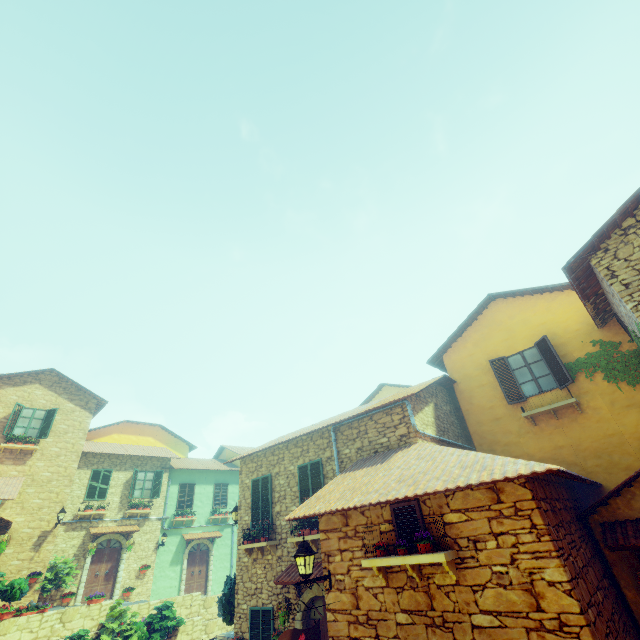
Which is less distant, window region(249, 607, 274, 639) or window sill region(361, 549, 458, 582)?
window sill region(361, 549, 458, 582)

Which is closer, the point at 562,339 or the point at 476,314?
the point at 562,339

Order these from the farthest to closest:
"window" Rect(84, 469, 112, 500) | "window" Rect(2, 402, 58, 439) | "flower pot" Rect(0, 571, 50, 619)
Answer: Result: "window" Rect(84, 469, 112, 500) → "window" Rect(2, 402, 58, 439) → "flower pot" Rect(0, 571, 50, 619)

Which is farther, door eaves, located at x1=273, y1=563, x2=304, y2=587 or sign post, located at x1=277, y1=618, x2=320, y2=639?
door eaves, located at x1=273, y1=563, x2=304, y2=587

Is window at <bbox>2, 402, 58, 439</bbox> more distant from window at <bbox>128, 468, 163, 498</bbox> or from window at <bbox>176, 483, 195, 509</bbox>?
window at <bbox>176, 483, 195, 509</bbox>

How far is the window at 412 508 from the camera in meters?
5.5

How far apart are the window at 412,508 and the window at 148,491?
19.82m

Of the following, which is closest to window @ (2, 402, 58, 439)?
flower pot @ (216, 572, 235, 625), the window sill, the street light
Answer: the window sill
